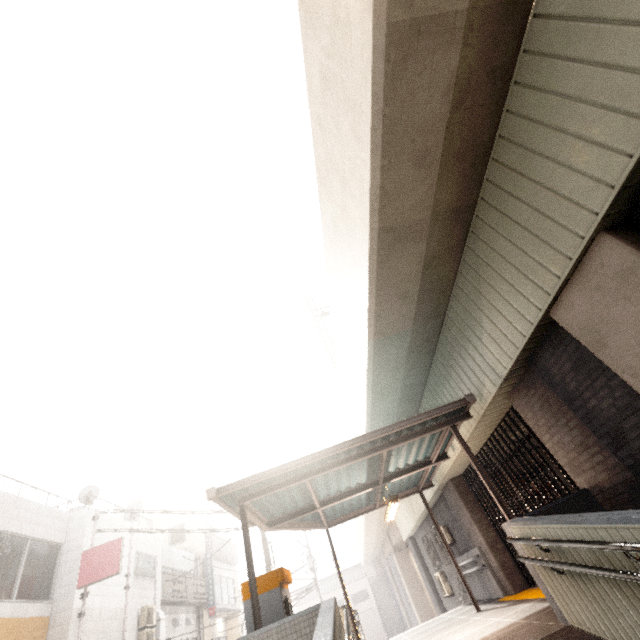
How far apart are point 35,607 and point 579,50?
17.23m

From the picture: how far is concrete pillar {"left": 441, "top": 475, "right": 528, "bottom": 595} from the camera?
8.65m

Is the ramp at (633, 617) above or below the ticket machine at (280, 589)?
below

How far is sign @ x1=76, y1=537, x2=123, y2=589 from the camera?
10.6 meters

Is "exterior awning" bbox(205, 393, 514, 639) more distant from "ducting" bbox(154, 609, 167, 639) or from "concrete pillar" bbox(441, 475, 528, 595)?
"ducting" bbox(154, 609, 167, 639)

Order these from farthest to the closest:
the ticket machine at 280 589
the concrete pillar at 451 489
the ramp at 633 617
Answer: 1. the concrete pillar at 451 489
2. the ticket machine at 280 589
3. the ramp at 633 617

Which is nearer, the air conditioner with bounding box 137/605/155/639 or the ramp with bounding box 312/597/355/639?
the ramp with bounding box 312/597/355/639

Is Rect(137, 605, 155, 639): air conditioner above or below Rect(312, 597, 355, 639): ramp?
above
